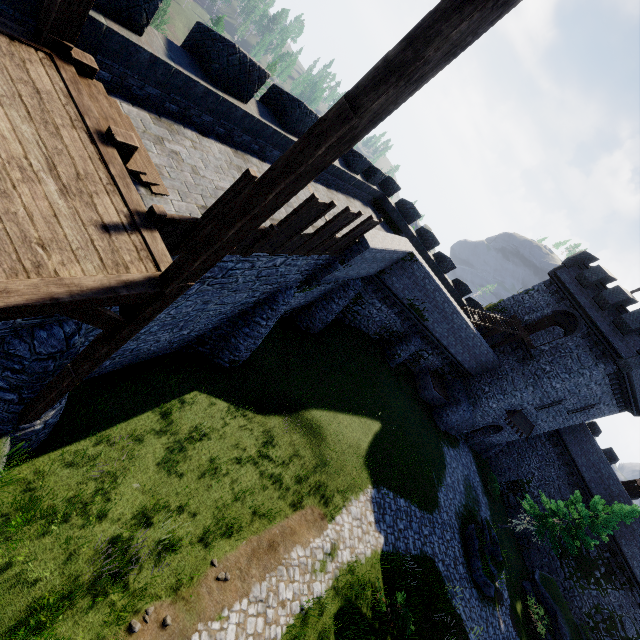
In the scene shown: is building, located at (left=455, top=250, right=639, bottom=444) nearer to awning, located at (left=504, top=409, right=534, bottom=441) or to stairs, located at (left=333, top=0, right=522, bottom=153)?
awning, located at (left=504, top=409, right=534, bottom=441)

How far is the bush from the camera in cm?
1248

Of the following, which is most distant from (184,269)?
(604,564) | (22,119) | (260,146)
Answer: (604,564)

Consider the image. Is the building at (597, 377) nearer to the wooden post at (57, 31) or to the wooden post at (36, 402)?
the wooden post at (36, 402)

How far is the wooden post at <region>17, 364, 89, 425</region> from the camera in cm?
571

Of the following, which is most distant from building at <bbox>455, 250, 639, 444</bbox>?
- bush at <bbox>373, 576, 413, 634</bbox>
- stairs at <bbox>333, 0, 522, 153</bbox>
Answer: stairs at <bbox>333, 0, 522, 153</bbox>

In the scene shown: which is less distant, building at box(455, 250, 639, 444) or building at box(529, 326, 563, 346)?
building at box(455, 250, 639, 444)

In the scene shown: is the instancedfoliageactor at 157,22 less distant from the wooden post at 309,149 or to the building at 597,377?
the building at 597,377
